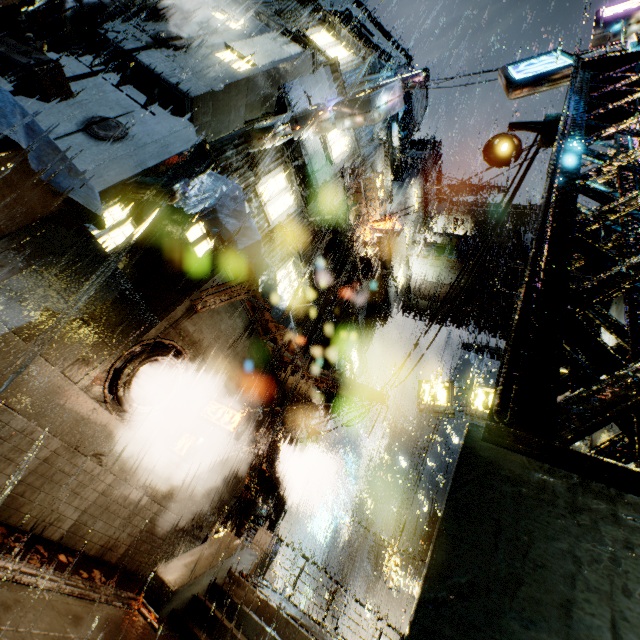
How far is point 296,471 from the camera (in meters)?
18.45

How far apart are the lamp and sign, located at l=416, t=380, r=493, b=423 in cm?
948

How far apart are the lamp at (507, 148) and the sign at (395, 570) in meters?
30.2

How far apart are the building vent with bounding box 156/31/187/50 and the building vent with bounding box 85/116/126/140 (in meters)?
3.68

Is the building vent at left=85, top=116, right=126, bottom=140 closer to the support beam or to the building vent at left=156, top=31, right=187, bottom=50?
the building vent at left=156, top=31, right=187, bottom=50

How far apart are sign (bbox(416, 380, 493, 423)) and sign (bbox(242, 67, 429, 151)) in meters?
9.6 m

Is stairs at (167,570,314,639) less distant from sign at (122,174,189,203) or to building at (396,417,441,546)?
building at (396,417,441,546)

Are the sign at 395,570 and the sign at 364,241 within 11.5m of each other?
no
